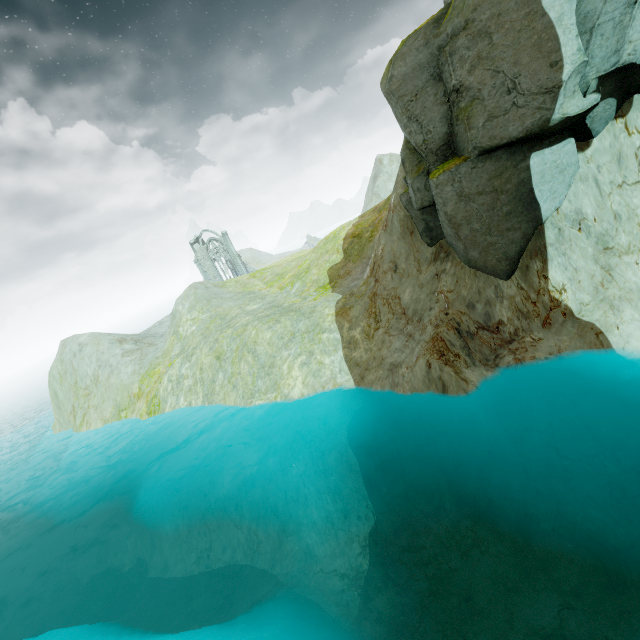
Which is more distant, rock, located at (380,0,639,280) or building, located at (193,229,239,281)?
building, located at (193,229,239,281)

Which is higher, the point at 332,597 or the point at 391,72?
the point at 391,72

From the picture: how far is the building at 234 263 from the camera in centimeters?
5753cm

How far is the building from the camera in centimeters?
5753cm

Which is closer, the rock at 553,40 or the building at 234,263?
the rock at 553,40
